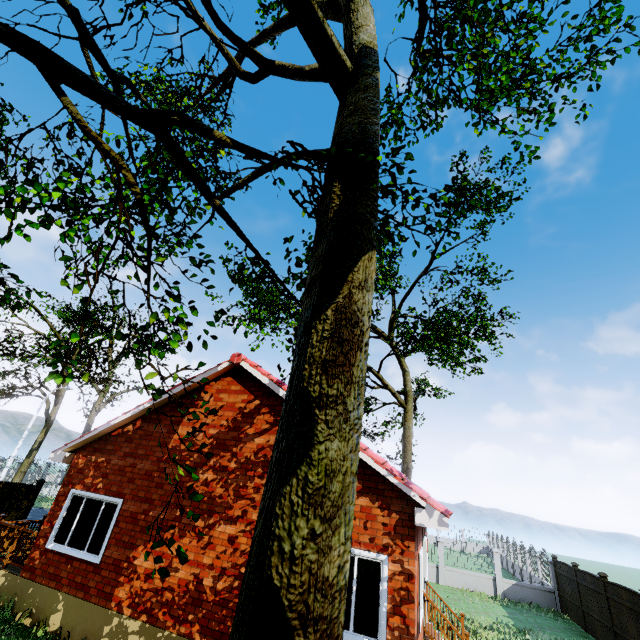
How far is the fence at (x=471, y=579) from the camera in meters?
18.0

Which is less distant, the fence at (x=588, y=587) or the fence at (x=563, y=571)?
the fence at (x=588, y=587)

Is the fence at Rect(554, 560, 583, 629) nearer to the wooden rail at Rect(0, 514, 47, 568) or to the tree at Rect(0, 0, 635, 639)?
the tree at Rect(0, 0, 635, 639)

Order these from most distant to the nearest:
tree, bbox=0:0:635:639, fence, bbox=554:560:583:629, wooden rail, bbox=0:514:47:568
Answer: fence, bbox=554:560:583:629
wooden rail, bbox=0:514:47:568
tree, bbox=0:0:635:639

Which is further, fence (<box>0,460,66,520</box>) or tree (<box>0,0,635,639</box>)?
fence (<box>0,460,66,520</box>)

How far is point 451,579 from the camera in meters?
19.4

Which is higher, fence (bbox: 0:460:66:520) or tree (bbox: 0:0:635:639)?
tree (bbox: 0:0:635:639)
